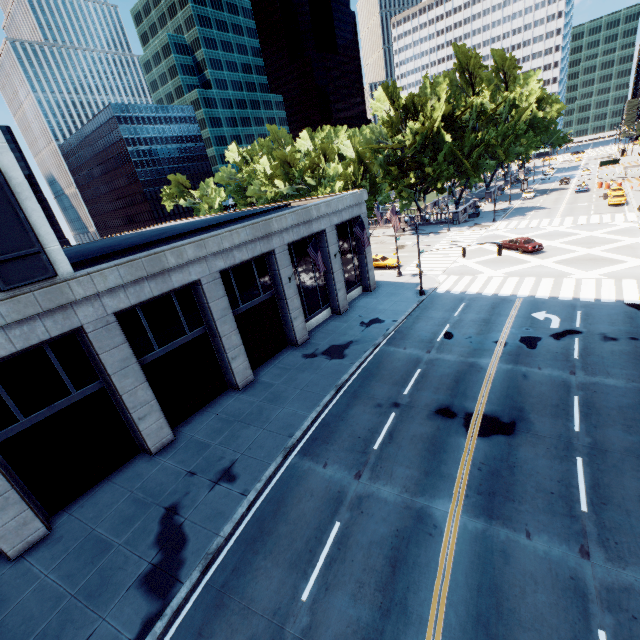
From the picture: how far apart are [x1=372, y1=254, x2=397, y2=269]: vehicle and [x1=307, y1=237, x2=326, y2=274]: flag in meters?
18.8

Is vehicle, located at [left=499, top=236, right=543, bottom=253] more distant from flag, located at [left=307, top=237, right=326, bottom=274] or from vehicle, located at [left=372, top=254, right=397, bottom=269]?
flag, located at [left=307, top=237, right=326, bottom=274]

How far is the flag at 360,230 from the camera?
24.6m

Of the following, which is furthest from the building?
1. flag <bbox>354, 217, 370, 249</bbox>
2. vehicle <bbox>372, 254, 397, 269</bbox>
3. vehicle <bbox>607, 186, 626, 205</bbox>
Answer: vehicle <bbox>607, 186, 626, 205</bbox>

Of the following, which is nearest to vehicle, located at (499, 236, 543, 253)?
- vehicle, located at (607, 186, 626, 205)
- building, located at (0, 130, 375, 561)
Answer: building, located at (0, 130, 375, 561)

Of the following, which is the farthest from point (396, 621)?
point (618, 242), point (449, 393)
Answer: point (618, 242)

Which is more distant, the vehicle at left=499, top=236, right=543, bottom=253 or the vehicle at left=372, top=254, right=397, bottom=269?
A: the vehicle at left=372, top=254, right=397, bottom=269

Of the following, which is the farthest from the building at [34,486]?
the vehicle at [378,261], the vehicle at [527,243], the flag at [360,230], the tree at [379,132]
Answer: the tree at [379,132]
